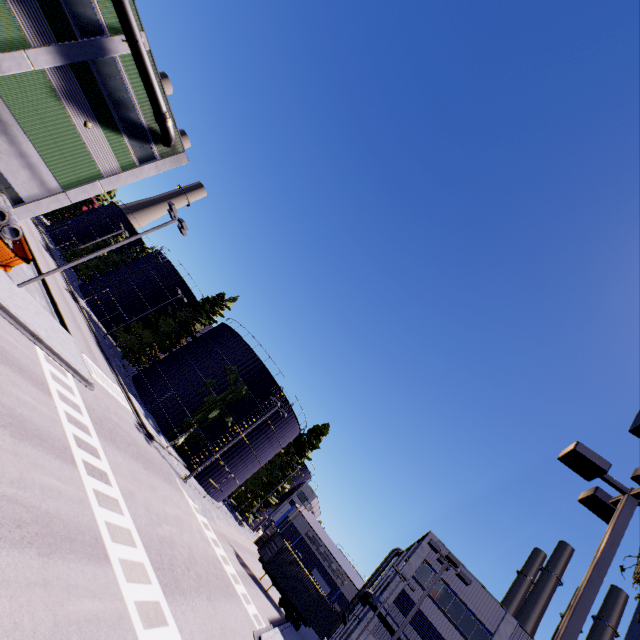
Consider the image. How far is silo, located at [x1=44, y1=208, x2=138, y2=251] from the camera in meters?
55.2

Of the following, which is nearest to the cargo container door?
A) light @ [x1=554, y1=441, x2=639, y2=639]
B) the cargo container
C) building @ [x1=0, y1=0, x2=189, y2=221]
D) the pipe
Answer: the cargo container

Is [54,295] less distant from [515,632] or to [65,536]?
[65,536]

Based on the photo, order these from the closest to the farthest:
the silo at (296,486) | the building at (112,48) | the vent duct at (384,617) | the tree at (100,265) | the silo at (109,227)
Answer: the building at (112,48) < the vent duct at (384,617) < the silo at (296,486) < the tree at (100,265) < the silo at (109,227)

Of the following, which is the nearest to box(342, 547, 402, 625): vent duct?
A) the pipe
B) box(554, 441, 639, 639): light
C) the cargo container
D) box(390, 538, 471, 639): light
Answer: the cargo container

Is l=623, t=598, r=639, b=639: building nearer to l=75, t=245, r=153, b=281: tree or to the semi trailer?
l=75, t=245, r=153, b=281: tree

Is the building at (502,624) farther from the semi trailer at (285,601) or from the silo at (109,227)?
the semi trailer at (285,601)

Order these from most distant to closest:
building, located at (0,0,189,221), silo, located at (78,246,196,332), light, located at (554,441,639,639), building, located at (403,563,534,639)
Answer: silo, located at (78,246,196,332)
building, located at (403,563,534,639)
building, located at (0,0,189,221)
light, located at (554,441,639,639)
